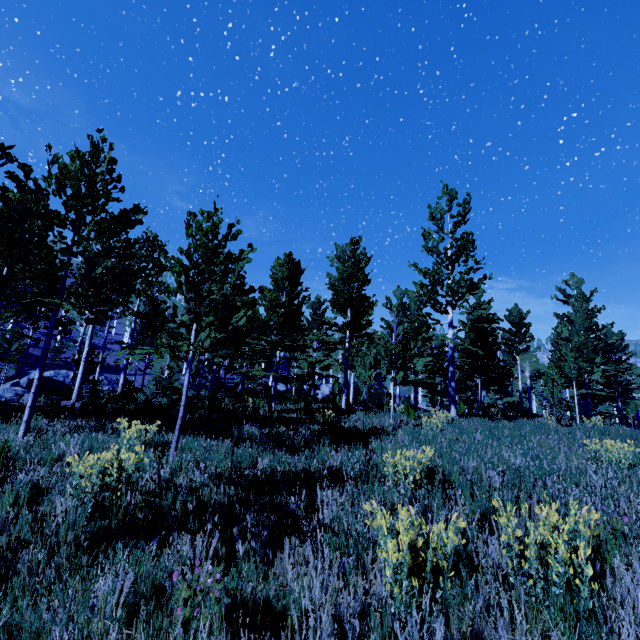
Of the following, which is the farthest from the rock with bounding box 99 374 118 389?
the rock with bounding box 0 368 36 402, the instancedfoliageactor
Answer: the rock with bounding box 0 368 36 402

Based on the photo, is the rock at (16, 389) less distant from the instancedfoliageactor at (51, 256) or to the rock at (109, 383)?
the instancedfoliageactor at (51, 256)

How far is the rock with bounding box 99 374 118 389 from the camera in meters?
29.1

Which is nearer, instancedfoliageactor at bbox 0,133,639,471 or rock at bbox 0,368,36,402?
instancedfoliageactor at bbox 0,133,639,471

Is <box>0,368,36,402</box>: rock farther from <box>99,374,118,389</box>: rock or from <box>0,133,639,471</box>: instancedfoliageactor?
<box>99,374,118,389</box>: rock

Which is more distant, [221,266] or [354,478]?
[221,266]

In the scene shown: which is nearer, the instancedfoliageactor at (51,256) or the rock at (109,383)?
the instancedfoliageactor at (51,256)

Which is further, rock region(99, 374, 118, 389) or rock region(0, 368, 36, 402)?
rock region(99, 374, 118, 389)
